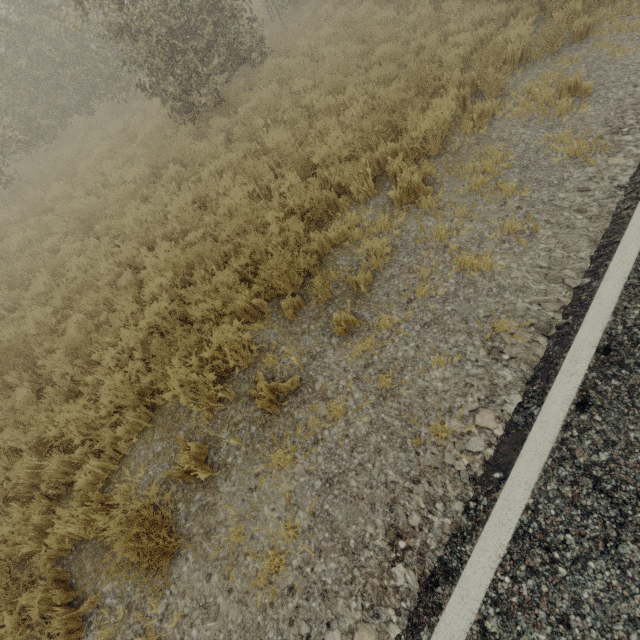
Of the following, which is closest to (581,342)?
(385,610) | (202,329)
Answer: (385,610)
